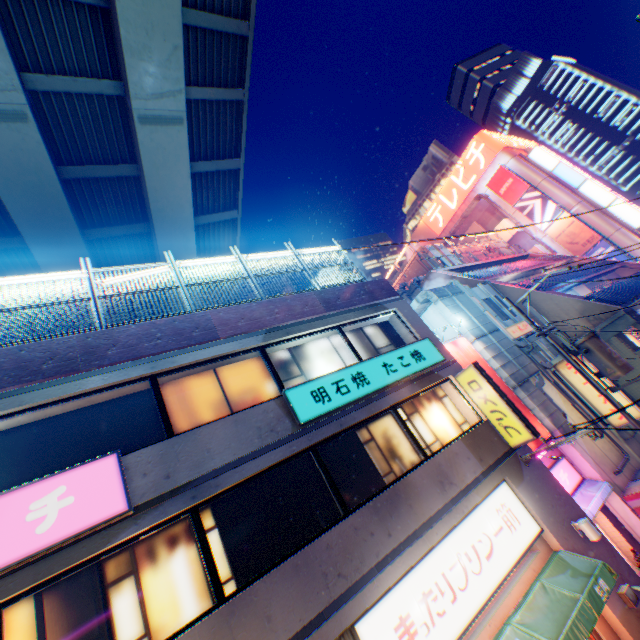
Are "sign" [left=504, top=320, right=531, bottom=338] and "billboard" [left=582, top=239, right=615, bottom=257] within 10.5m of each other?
no

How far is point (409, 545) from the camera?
6.75m

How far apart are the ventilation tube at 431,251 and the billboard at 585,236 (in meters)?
14.89

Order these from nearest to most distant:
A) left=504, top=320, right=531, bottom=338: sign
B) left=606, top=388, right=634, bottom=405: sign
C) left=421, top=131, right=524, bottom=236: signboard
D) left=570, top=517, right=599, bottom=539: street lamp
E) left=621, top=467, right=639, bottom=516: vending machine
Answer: left=570, top=517, right=599, bottom=539: street lamp → left=621, top=467, right=639, bottom=516: vending machine → left=606, top=388, right=634, bottom=405: sign → left=504, top=320, right=531, bottom=338: sign → left=421, top=131, right=524, bottom=236: signboard

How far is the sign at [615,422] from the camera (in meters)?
13.59

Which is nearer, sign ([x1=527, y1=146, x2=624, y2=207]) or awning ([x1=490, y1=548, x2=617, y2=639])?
awning ([x1=490, y1=548, x2=617, y2=639])

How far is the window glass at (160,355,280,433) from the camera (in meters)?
7.58

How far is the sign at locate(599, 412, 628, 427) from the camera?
13.6 meters
